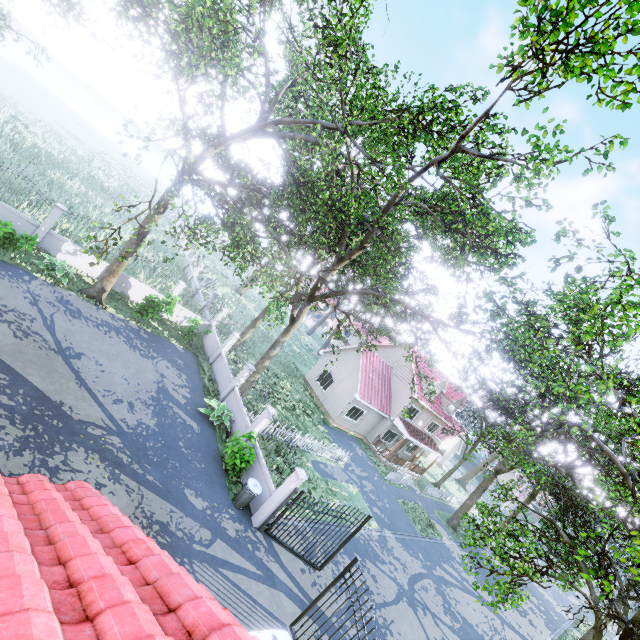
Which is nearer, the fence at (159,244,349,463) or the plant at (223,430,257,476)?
the plant at (223,430,257,476)

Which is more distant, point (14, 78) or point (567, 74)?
point (14, 78)

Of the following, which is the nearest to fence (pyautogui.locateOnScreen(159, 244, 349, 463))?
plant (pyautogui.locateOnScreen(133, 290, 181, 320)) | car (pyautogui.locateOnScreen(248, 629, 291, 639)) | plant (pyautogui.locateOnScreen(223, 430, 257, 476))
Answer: plant (pyautogui.locateOnScreen(223, 430, 257, 476))

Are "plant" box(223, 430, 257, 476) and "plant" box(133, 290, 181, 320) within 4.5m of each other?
no

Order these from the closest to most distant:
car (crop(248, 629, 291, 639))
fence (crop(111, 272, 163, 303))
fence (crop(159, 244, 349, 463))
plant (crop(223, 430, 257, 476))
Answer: car (crop(248, 629, 291, 639)) < plant (crop(223, 430, 257, 476)) < fence (crop(159, 244, 349, 463)) < fence (crop(111, 272, 163, 303))

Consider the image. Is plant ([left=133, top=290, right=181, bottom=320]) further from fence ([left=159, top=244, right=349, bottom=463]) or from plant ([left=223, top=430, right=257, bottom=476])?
plant ([left=223, top=430, right=257, bottom=476])

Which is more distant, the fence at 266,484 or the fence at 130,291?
the fence at 130,291

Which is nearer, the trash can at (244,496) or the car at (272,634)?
the car at (272,634)
